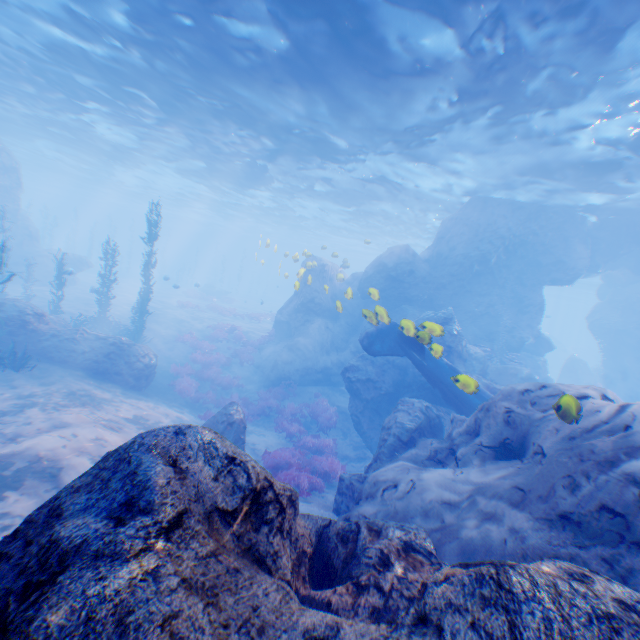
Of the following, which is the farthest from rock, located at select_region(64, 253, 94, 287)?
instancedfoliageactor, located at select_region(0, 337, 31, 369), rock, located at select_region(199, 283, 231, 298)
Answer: rock, located at select_region(199, 283, 231, 298)

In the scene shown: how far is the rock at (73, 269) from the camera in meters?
17.5

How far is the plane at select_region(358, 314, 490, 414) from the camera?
7.54m

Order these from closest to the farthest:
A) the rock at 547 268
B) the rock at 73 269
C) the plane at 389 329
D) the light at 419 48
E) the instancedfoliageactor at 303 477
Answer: the rock at 547 268 < the plane at 389 329 < the light at 419 48 < the instancedfoliageactor at 303 477 < the rock at 73 269

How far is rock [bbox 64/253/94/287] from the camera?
17.5 meters

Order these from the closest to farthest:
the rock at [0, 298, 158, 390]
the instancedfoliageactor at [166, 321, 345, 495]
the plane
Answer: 1. the plane
2. the instancedfoliageactor at [166, 321, 345, 495]
3. the rock at [0, 298, 158, 390]

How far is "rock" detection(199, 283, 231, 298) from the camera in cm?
4338

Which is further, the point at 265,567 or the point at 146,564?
the point at 265,567
